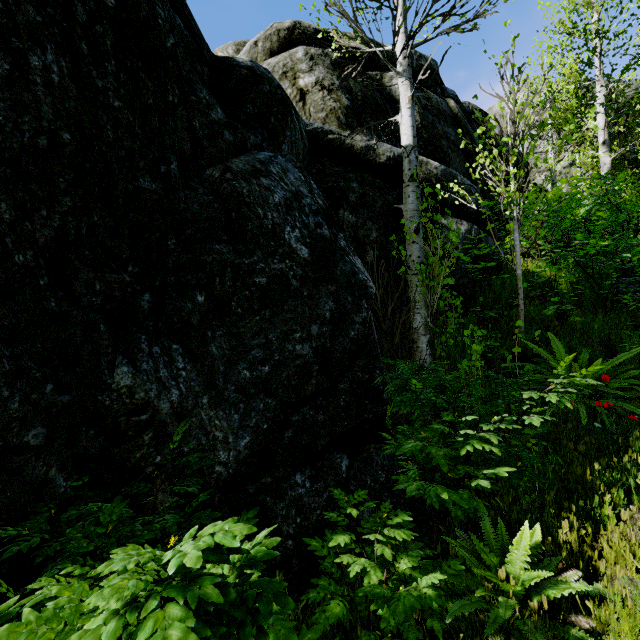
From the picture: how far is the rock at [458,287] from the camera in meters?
6.1

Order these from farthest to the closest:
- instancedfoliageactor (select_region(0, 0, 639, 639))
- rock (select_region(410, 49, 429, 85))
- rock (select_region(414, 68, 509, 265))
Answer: rock (select_region(410, 49, 429, 85)) → rock (select_region(414, 68, 509, 265)) → instancedfoliageactor (select_region(0, 0, 639, 639))

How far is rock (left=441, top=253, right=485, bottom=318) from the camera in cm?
609

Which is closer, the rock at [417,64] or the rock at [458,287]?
the rock at [458,287]

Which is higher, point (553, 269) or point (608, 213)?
point (608, 213)

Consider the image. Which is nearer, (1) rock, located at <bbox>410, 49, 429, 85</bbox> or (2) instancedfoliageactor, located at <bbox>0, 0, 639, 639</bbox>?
(2) instancedfoliageactor, located at <bbox>0, 0, 639, 639</bbox>
